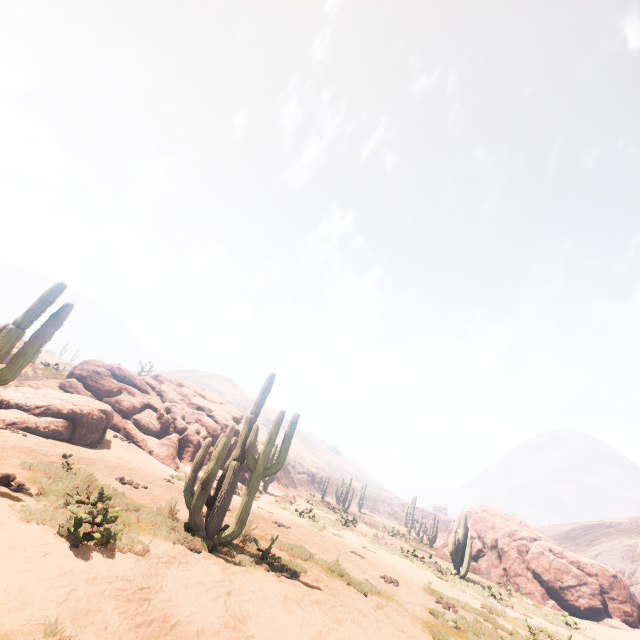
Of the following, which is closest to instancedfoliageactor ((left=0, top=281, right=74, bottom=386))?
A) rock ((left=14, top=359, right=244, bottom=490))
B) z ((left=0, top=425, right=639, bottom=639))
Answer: z ((left=0, top=425, right=639, bottom=639))

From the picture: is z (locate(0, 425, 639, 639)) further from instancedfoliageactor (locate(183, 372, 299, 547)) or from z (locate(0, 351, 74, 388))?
z (locate(0, 351, 74, 388))

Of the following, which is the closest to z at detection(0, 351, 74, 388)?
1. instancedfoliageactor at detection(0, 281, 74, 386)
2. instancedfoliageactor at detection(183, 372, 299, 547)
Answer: instancedfoliageactor at detection(0, 281, 74, 386)

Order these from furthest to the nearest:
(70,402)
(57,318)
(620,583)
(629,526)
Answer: (629,526) → (620,583) → (70,402) → (57,318)

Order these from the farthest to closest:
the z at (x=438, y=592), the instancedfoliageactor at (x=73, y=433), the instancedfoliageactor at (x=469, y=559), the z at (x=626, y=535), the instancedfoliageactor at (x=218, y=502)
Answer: the z at (x=626, y=535) < the instancedfoliageactor at (x=469, y=559) < the instancedfoliageactor at (x=73, y=433) < the instancedfoliageactor at (x=218, y=502) < the z at (x=438, y=592)

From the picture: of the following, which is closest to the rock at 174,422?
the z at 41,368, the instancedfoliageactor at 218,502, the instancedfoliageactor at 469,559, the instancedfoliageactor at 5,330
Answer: the instancedfoliageactor at 469,559

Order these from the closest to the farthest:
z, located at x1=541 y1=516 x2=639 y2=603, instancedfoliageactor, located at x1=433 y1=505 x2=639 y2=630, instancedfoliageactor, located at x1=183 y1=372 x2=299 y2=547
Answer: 1. instancedfoliageactor, located at x1=183 y1=372 x2=299 y2=547
2. instancedfoliageactor, located at x1=433 y1=505 x2=639 y2=630
3. z, located at x1=541 y1=516 x2=639 y2=603

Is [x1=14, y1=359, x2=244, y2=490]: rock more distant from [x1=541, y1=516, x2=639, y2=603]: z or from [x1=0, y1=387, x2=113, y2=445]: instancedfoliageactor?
[x1=541, y1=516, x2=639, y2=603]: z
